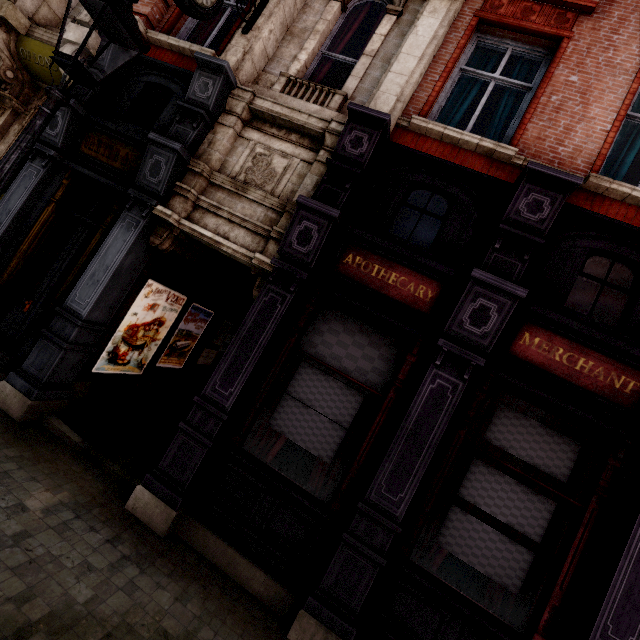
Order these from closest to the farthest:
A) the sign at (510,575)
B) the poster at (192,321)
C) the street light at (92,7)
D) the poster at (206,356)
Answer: the street light at (92,7) → the sign at (510,575) → the poster at (192,321) → the poster at (206,356)

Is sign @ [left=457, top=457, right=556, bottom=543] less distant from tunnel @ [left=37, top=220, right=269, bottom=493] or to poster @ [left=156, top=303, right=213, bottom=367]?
tunnel @ [left=37, top=220, right=269, bottom=493]

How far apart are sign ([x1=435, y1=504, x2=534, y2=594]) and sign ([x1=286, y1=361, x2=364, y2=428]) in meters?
1.5 m

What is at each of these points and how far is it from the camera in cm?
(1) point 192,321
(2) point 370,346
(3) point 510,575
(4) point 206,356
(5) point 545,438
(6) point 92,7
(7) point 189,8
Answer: (1) poster, 764
(2) sign, 447
(3) sign, 371
(4) poster, 901
(5) sign, 392
(6) street light, 261
(7) clock, 434

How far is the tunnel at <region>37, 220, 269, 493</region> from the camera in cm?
491

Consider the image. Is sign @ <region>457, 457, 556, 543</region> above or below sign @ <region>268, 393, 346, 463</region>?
above

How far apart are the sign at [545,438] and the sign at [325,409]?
1.30m
